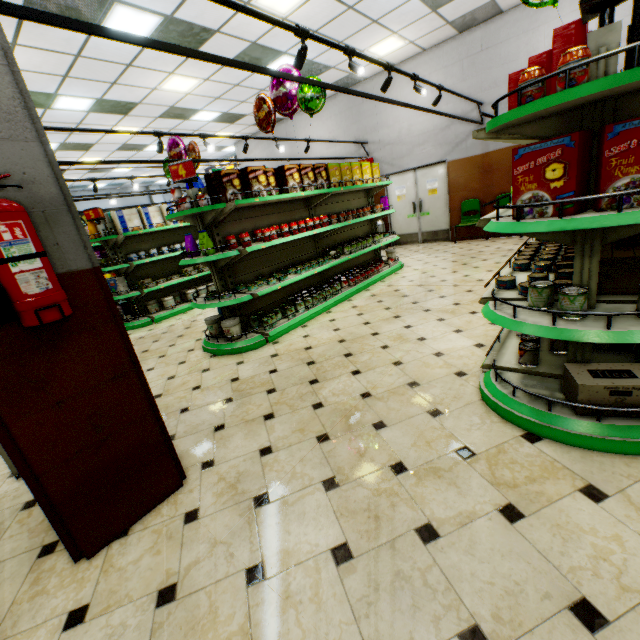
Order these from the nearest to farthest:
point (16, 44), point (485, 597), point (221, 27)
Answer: point (485, 597) → point (16, 44) → point (221, 27)

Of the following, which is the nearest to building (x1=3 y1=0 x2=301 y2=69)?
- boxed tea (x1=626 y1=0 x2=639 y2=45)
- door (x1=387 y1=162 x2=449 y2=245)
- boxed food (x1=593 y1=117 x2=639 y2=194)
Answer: door (x1=387 y1=162 x2=449 y2=245)

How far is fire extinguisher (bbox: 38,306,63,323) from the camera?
1.5 meters

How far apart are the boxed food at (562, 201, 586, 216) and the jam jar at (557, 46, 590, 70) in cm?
24

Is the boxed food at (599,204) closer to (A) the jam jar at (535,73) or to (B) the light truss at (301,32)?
(A) the jam jar at (535,73)

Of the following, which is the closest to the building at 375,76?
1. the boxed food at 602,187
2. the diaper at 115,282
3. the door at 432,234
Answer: the door at 432,234

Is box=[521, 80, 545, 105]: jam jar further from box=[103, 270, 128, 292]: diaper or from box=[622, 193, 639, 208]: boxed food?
box=[103, 270, 128, 292]: diaper

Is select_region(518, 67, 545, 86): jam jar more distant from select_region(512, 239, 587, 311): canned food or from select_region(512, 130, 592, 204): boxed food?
select_region(512, 239, 587, 311): canned food
